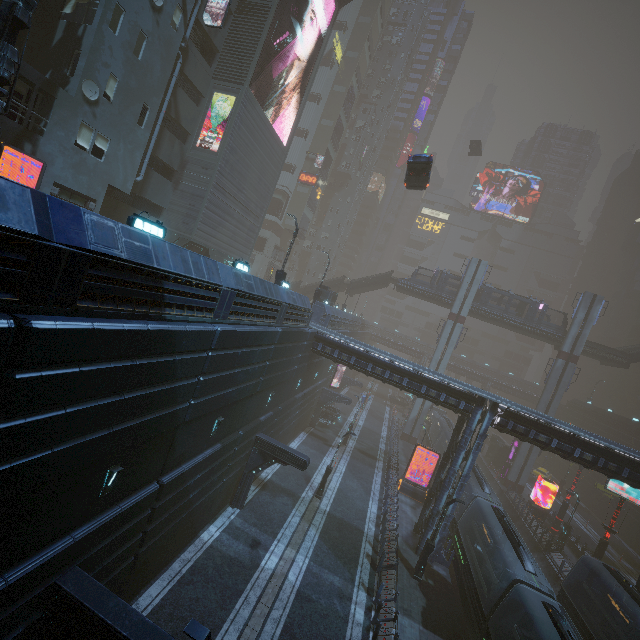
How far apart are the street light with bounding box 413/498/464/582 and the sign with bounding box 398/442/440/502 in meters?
9.6

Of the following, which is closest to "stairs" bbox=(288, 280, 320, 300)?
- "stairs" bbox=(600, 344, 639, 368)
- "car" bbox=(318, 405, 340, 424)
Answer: "car" bbox=(318, 405, 340, 424)

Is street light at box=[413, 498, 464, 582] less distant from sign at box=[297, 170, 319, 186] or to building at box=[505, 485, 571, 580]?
building at box=[505, 485, 571, 580]

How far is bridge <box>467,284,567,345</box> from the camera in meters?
42.2 m

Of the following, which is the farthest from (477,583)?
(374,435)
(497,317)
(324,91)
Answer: (324,91)

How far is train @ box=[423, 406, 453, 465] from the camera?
39.25m

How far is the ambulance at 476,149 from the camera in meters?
53.4 m

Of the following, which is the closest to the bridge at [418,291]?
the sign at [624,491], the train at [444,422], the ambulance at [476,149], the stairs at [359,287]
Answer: the stairs at [359,287]
